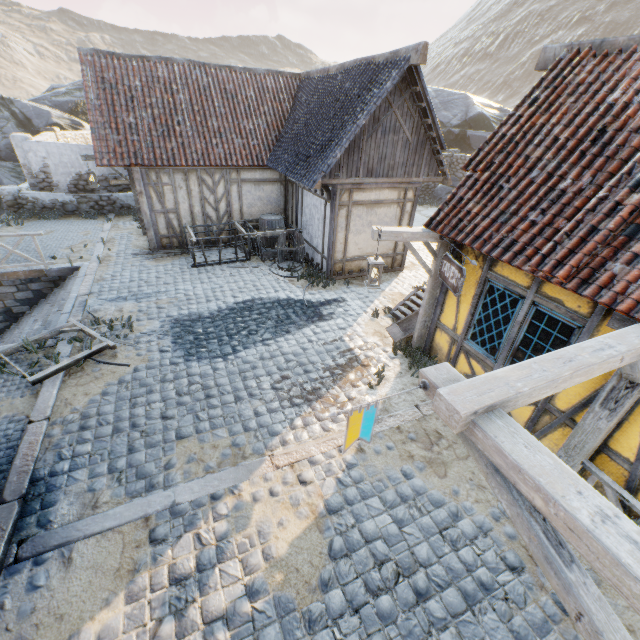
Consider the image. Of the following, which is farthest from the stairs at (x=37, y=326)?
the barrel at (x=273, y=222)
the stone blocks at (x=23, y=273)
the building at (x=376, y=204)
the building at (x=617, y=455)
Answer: the building at (x=617, y=455)

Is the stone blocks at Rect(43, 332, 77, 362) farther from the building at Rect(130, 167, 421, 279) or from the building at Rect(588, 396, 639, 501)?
the building at Rect(130, 167, 421, 279)

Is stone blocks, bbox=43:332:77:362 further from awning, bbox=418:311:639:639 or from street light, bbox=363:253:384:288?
street light, bbox=363:253:384:288

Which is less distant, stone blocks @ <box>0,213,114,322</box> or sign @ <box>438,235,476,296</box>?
sign @ <box>438,235,476,296</box>

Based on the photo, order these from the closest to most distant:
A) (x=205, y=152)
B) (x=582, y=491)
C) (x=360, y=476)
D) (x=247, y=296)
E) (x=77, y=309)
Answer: (x=582, y=491) → (x=360, y=476) → (x=77, y=309) → (x=247, y=296) → (x=205, y=152)

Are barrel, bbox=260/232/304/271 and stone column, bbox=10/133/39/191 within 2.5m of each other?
no

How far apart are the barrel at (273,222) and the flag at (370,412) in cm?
1057

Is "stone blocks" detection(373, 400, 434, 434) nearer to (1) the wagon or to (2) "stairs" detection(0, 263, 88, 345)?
(2) "stairs" detection(0, 263, 88, 345)
